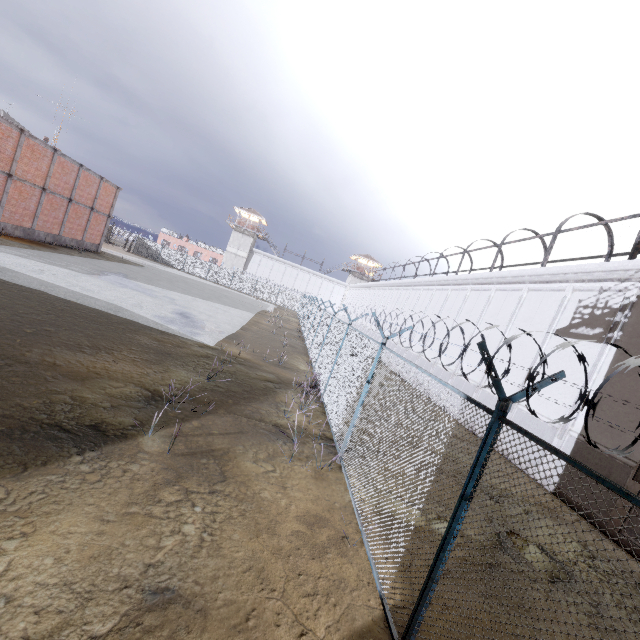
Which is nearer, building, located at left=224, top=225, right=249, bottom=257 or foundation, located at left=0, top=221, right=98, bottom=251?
foundation, located at left=0, top=221, right=98, bottom=251

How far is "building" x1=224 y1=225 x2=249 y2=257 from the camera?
59.7m

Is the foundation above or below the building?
below

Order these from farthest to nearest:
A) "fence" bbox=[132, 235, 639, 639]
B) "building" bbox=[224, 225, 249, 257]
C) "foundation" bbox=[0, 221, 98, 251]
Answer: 1. "building" bbox=[224, 225, 249, 257]
2. "foundation" bbox=[0, 221, 98, 251]
3. "fence" bbox=[132, 235, 639, 639]

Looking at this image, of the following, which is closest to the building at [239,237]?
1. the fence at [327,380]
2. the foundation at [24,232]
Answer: the fence at [327,380]

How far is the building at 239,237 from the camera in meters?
59.7

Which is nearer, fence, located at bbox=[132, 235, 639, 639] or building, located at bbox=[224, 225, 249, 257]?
fence, located at bbox=[132, 235, 639, 639]

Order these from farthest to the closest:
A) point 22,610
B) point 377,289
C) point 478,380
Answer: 1. point 377,289
2. point 478,380
3. point 22,610
